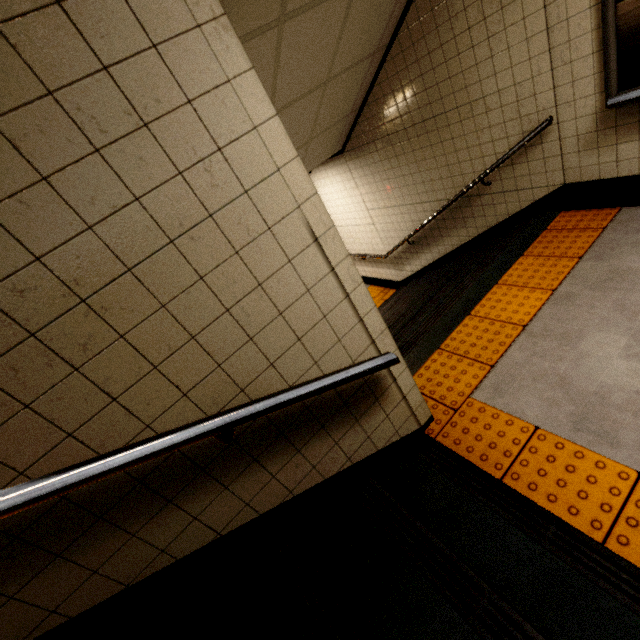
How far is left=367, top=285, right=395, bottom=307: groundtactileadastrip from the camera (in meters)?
6.83

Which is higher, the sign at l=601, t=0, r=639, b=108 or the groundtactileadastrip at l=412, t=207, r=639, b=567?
the sign at l=601, t=0, r=639, b=108

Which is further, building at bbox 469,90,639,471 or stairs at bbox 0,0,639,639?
building at bbox 469,90,639,471

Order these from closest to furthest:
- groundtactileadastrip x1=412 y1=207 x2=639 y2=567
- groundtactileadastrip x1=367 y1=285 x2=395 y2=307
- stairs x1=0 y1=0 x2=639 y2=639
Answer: Result:
1. stairs x1=0 y1=0 x2=639 y2=639
2. groundtactileadastrip x1=412 y1=207 x2=639 y2=567
3. groundtactileadastrip x1=367 y1=285 x2=395 y2=307

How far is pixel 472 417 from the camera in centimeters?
216cm

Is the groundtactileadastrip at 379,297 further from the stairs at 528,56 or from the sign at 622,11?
the sign at 622,11

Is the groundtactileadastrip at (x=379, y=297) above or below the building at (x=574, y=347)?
below

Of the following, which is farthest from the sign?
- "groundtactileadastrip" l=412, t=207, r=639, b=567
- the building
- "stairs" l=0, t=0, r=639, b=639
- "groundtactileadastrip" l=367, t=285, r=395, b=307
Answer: "groundtactileadastrip" l=367, t=285, r=395, b=307
